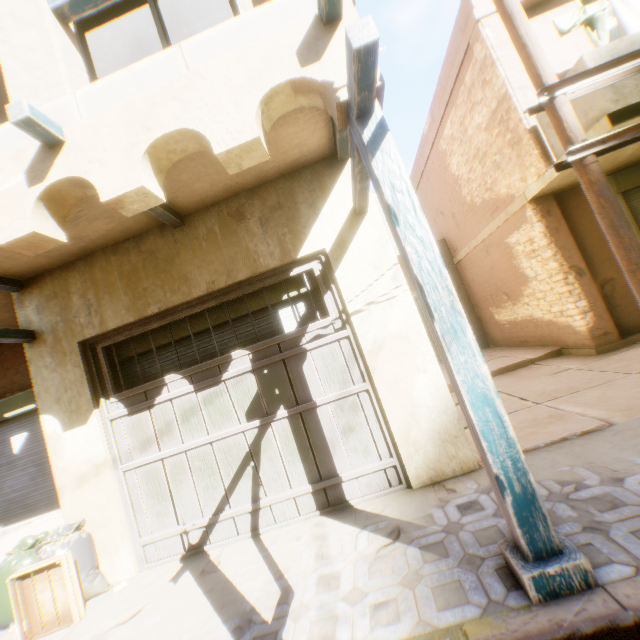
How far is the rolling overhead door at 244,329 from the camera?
4.1m

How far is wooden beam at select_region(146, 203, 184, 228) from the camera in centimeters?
352cm

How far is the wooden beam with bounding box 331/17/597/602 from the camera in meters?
1.7 m

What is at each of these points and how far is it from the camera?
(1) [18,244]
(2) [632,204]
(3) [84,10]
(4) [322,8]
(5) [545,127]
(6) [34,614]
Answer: (1) building, 2.44m
(2) rolling overhead door, 6.55m
(3) wooden beam, 2.63m
(4) wooden beam, 2.09m
(5) balcony, 5.49m
(6) wooden box, 3.20m

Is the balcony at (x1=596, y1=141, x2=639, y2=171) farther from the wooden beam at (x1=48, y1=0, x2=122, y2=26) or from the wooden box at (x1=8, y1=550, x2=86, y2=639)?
the wooden box at (x1=8, y1=550, x2=86, y2=639)

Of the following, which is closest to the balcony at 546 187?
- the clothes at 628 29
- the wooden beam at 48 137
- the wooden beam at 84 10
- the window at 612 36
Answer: the clothes at 628 29

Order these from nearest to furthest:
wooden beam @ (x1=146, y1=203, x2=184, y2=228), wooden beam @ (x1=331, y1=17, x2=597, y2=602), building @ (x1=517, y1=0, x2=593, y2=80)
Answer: wooden beam @ (x1=331, y1=17, x2=597, y2=602) < wooden beam @ (x1=146, y1=203, x2=184, y2=228) < building @ (x1=517, y1=0, x2=593, y2=80)

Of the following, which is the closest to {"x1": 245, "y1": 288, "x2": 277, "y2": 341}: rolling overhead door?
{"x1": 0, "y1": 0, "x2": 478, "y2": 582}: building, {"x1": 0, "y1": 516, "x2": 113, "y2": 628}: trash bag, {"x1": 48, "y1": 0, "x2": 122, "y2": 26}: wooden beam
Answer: {"x1": 0, "y1": 0, "x2": 478, "y2": 582}: building
